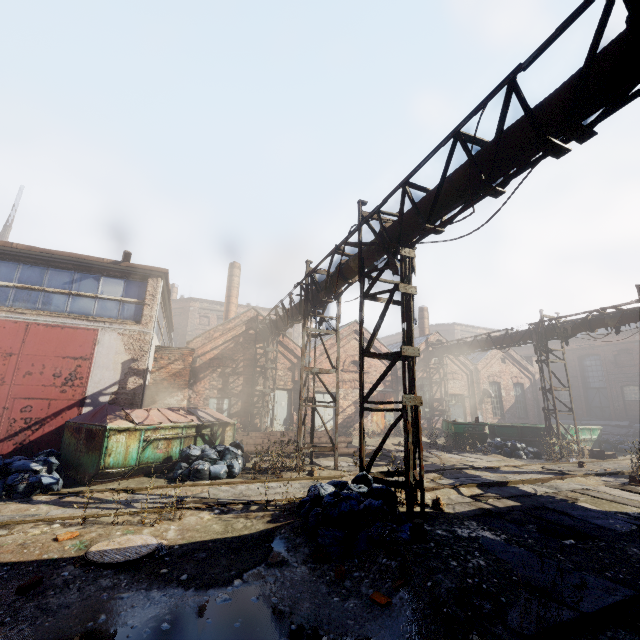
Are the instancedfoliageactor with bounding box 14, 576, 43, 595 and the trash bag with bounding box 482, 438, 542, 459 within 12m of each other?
no

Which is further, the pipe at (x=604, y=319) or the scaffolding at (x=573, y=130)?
the pipe at (x=604, y=319)

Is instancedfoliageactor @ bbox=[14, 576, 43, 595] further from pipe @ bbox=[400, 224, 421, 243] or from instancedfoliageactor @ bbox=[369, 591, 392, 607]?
pipe @ bbox=[400, 224, 421, 243]

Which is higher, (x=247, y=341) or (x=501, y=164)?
(x=501, y=164)

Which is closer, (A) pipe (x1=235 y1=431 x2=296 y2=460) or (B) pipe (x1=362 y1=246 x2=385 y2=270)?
(B) pipe (x1=362 y1=246 x2=385 y2=270)

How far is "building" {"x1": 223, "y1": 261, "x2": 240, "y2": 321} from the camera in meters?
25.1 m

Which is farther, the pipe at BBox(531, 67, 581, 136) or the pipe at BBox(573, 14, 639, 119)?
the pipe at BBox(531, 67, 581, 136)

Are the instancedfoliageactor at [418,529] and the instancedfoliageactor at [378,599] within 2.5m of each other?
yes
